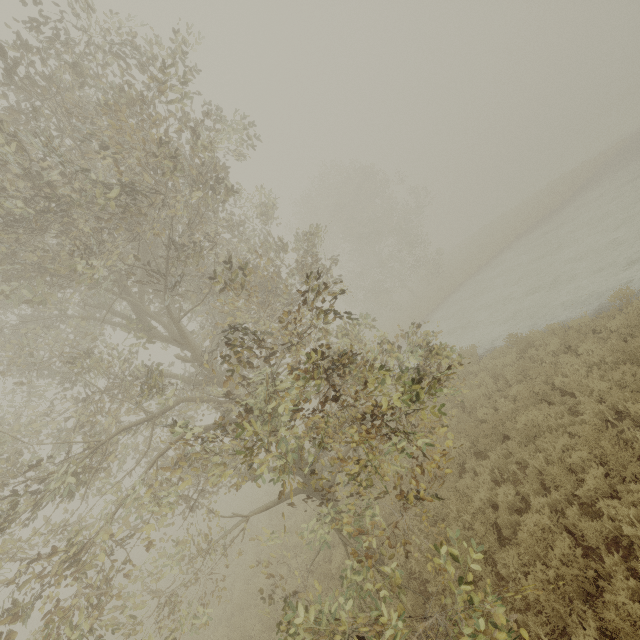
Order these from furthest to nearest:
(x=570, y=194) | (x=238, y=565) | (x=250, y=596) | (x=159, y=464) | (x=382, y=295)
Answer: (x=382, y=295)
(x=570, y=194)
(x=238, y=565)
(x=250, y=596)
(x=159, y=464)
